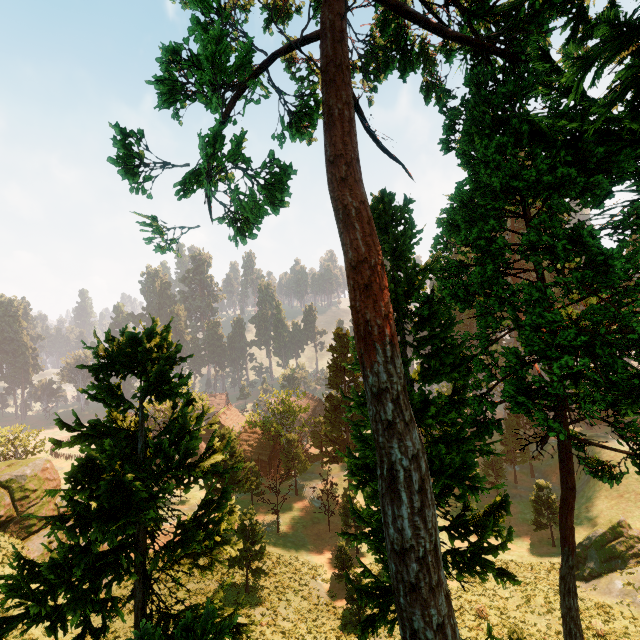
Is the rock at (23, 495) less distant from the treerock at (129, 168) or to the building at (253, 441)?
the treerock at (129, 168)

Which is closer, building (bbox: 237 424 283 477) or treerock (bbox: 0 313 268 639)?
treerock (bbox: 0 313 268 639)

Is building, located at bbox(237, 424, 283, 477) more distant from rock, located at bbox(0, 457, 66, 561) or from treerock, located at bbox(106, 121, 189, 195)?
rock, located at bbox(0, 457, 66, 561)

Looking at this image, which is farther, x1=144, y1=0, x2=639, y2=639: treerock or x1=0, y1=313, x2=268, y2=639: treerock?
x1=0, y1=313, x2=268, y2=639: treerock

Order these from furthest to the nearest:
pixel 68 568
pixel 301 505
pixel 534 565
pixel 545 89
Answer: pixel 301 505 → pixel 534 565 → pixel 545 89 → pixel 68 568

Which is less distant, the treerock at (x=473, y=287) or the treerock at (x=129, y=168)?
the treerock at (x=473, y=287)

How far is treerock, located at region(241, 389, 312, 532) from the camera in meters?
39.1 m

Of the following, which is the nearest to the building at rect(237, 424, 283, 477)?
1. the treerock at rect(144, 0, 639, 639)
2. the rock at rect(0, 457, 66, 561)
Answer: the treerock at rect(144, 0, 639, 639)
